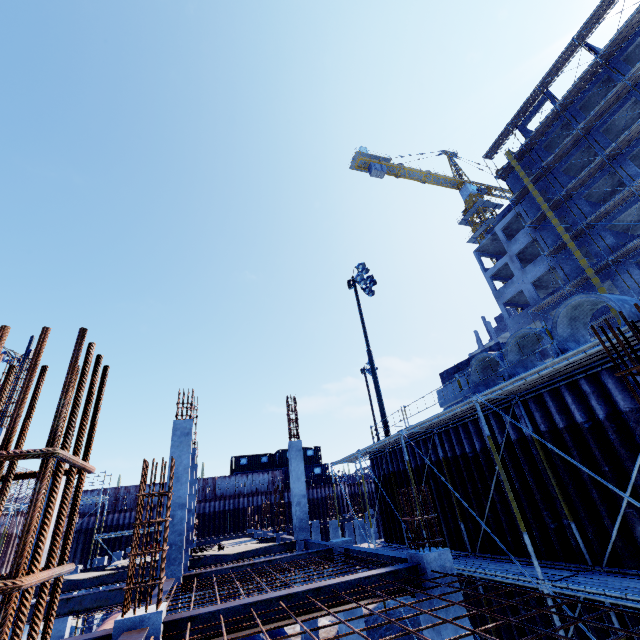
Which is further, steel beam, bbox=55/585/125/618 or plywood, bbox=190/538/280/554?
plywood, bbox=190/538/280/554

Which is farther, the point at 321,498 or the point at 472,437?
the point at 321,498

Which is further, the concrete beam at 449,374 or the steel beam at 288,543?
the concrete beam at 449,374

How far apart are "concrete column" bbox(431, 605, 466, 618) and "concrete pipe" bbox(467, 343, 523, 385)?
5.4m

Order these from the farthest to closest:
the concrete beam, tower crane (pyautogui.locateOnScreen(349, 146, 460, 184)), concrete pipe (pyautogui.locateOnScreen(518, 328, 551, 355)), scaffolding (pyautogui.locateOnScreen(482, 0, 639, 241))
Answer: tower crane (pyautogui.locateOnScreen(349, 146, 460, 184)) → scaffolding (pyautogui.locateOnScreen(482, 0, 639, 241)) → the concrete beam → concrete pipe (pyautogui.locateOnScreen(518, 328, 551, 355))

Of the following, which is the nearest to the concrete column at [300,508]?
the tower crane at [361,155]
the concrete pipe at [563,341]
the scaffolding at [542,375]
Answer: the scaffolding at [542,375]

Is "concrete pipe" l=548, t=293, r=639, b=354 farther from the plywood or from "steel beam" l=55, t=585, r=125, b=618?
"steel beam" l=55, t=585, r=125, b=618

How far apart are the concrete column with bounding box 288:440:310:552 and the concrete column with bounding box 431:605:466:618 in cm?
934
